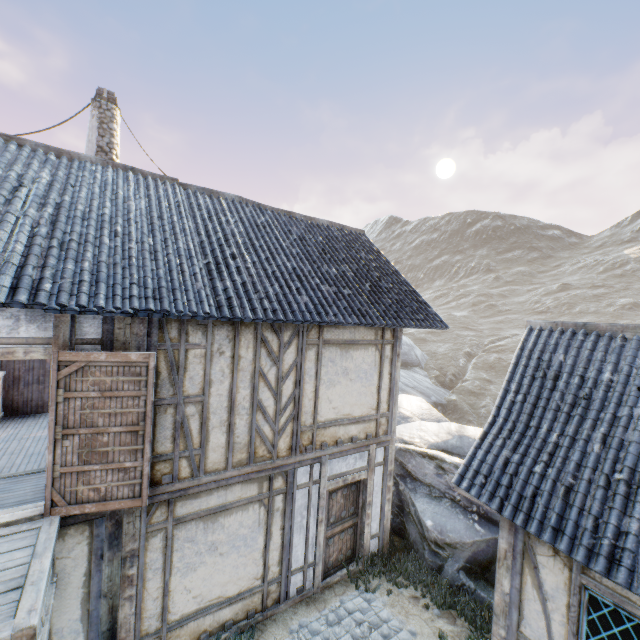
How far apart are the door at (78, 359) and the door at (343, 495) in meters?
3.6

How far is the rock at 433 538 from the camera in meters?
7.2 m

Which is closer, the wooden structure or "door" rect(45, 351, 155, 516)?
the wooden structure

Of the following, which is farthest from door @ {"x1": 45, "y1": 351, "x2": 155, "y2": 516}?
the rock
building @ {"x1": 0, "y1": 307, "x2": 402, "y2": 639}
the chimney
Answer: the chimney

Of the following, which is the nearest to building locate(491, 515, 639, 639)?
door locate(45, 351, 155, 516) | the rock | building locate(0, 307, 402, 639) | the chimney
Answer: the rock

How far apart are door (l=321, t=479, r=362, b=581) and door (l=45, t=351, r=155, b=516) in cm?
359

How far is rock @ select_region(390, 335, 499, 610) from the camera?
7.19m

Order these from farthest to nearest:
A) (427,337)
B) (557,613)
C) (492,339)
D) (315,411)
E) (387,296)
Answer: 1. (427,337)
2. (492,339)
3. (387,296)
4. (315,411)
5. (557,613)
